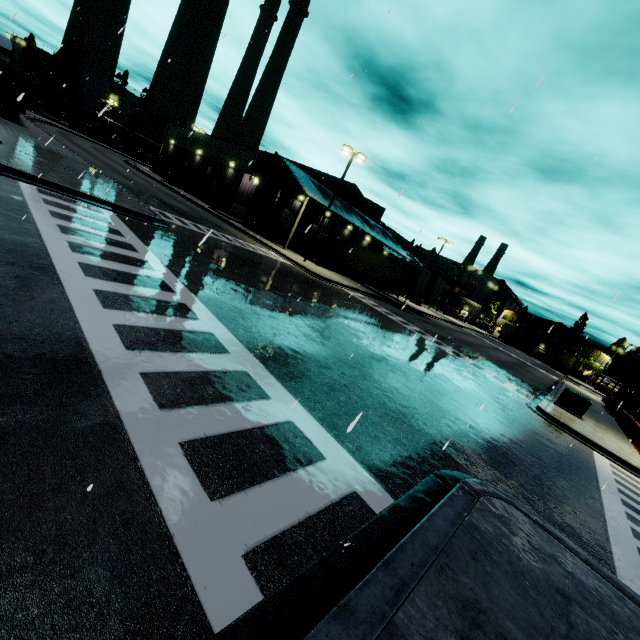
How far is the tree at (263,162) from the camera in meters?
32.6

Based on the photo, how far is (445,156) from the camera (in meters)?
12.19

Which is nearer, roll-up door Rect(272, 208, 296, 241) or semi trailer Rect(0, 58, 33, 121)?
semi trailer Rect(0, 58, 33, 121)

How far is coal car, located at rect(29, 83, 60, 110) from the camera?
56.5 meters

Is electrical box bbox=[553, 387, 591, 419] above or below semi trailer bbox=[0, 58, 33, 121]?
below

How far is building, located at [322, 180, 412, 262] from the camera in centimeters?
3729cm

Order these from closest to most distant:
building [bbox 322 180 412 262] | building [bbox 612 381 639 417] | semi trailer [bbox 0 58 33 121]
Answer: semi trailer [bbox 0 58 33 121]
building [bbox 612 381 639 417]
building [bbox 322 180 412 262]

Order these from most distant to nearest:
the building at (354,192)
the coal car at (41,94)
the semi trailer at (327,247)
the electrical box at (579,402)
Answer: the coal car at (41,94), the building at (354,192), the semi trailer at (327,247), the electrical box at (579,402)
